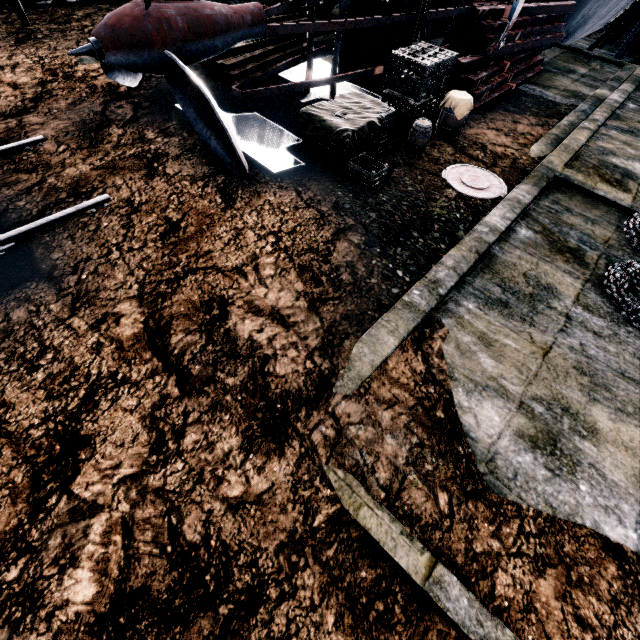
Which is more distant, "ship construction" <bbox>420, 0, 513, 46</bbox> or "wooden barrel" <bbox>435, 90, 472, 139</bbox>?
"ship construction" <bbox>420, 0, 513, 46</bbox>

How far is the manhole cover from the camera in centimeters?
843cm

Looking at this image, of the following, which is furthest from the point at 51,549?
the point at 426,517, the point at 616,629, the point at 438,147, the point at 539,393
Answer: the point at 438,147

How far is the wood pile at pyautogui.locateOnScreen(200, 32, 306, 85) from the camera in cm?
1042

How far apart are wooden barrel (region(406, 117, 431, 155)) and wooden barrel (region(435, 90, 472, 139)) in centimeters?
120cm

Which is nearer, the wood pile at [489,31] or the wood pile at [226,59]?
the wood pile at [226,59]

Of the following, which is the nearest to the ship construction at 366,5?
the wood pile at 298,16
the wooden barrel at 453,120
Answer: the wood pile at 298,16

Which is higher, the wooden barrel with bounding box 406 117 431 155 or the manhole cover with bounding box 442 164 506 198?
the wooden barrel with bounding box 406 117 431 155
